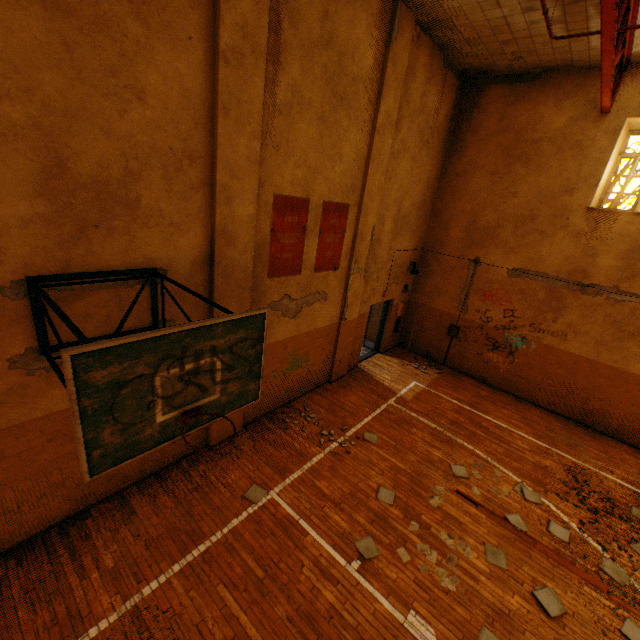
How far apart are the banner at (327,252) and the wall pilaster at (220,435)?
1.75m

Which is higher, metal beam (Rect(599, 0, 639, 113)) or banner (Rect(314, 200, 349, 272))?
metal beam (Rect(599, 0, 639, 113))

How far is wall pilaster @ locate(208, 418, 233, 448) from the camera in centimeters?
653cm

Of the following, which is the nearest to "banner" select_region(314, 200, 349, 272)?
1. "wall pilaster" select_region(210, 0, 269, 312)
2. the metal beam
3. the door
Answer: "wall pilaster" select_region(210, 0, 269, 312)

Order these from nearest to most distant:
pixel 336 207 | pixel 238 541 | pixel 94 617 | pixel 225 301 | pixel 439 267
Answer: pixel 94 617 → pixel 238 541 → pixel 225 301 → pixel 336 207 → pixel 439 267

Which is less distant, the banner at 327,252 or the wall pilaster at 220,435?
the wall pilaster at 220,435

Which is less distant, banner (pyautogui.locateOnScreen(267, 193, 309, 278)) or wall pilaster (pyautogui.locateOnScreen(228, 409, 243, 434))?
banner (pyautogui.locateOnScreen(267, 193, 309, 278))

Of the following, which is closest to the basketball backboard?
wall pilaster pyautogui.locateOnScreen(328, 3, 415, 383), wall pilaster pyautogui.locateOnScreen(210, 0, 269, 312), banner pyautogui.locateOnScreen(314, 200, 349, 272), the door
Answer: wall pilaster pyautogui.locateOnScreen(210, 0, 269, 312)
